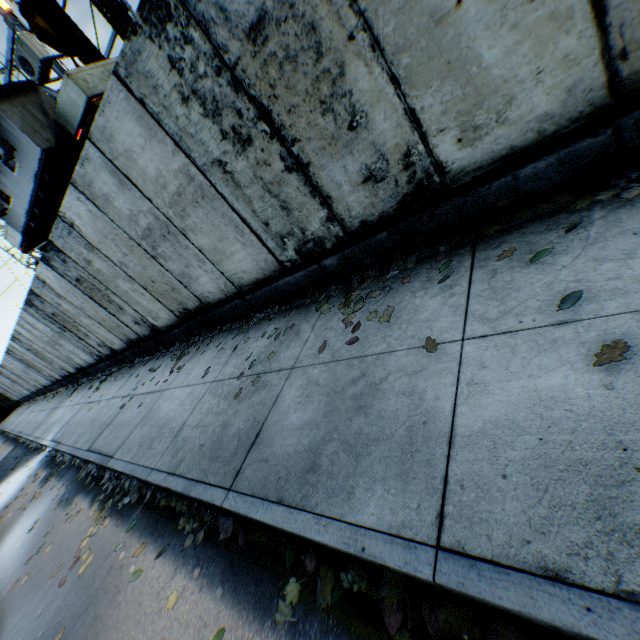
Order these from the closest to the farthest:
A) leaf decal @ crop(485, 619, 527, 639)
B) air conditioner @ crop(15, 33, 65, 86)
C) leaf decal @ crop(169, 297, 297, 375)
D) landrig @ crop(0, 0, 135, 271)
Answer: leaf decal @ crop(485, 619, 527, 639)
leaf decal @ crop(169, 297, 297, 375)
air conditioner @ crop(15, 33, 65, 86)
landrig @ crop(0, 0, 135, 271)

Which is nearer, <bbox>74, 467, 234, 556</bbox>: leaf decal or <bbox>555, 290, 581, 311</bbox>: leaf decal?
<bbox>555, 290, 581, 311</bbox>: leaf decal

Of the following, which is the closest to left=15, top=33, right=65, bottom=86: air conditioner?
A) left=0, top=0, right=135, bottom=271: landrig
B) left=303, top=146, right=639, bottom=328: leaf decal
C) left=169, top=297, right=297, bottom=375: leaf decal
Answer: left=0, top=0, right=135, bottom=271: landrig

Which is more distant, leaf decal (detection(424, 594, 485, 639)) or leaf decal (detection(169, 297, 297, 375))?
leaf decal (detection(169, 297, 297, 375))

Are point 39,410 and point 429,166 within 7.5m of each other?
no

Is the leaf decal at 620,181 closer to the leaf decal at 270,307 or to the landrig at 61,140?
the leaf decal at 270,307

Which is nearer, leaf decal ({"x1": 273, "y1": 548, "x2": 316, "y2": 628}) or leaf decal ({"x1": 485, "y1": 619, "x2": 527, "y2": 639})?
leaf decal ({"x1": 485, "y1": 619, "x2": 527, "y2": 639})

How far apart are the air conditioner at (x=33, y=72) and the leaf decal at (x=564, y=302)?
11.2m
